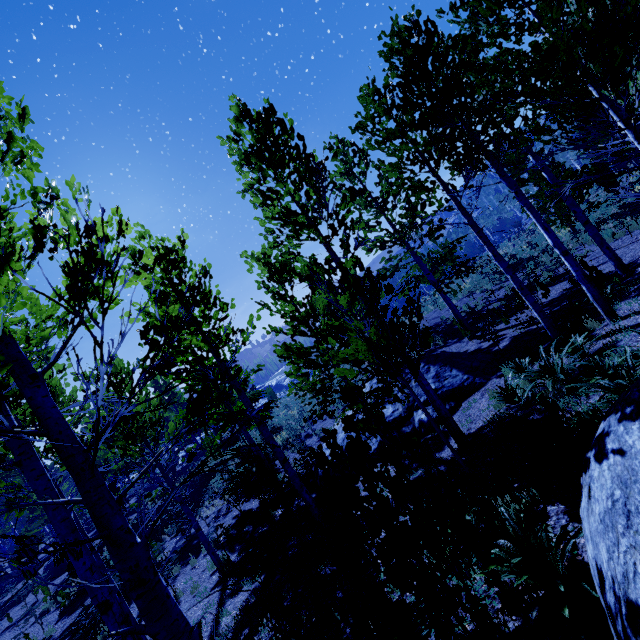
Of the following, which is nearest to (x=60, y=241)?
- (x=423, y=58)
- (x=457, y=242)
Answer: (x=423, y=58)

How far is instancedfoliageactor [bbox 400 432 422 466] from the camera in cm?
220

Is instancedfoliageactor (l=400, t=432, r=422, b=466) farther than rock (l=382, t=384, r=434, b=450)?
No

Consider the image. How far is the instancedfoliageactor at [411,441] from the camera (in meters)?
2.20

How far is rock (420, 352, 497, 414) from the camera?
10.2 meters

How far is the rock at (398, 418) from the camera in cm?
986

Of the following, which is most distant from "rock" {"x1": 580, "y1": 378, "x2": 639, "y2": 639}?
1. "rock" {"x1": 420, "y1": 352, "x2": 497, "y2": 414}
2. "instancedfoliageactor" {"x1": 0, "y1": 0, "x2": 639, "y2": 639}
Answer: "rock" {"x1": 420, "y1": 352, "x2": 497, "y2": 414}
